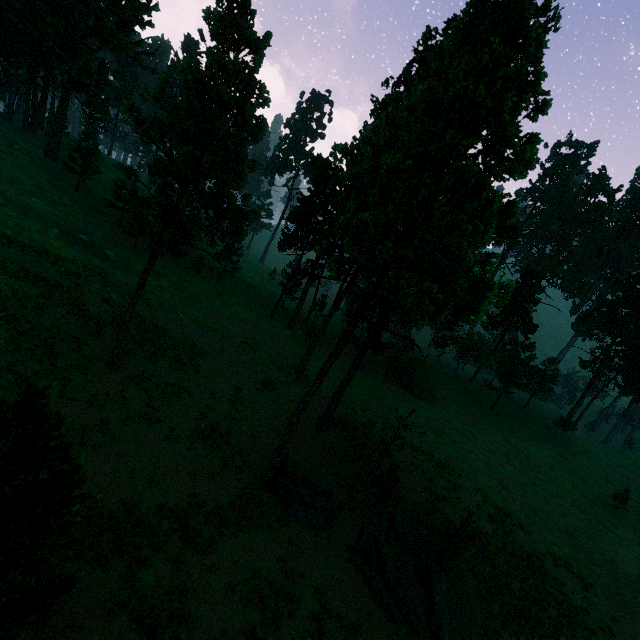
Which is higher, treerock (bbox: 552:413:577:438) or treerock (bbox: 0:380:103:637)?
treerock (bbox: 0:380:103:637)

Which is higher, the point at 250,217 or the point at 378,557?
the point at 250,217

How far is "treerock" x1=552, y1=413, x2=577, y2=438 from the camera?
56.10m

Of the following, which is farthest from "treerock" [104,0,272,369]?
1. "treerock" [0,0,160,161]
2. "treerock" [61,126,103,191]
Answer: "treerock" [0,0,160,161]

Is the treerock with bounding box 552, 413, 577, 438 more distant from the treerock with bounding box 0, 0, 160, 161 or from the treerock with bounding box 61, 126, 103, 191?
the treerock with bounding box 0, 0, 160, 161

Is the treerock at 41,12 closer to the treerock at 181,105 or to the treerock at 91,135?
the treerock at 91,135

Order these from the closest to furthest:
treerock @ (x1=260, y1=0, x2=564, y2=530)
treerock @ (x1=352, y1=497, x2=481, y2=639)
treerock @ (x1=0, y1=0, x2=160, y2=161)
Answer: treerock @ (x1=260, y1=0, x2=564, y2=530) < treerock @ (x1=352, y1=497, x2=481, y2=639) < treerock @ (x1=0, y1=0, x2=160, y2=161)

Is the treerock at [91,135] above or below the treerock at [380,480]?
above
